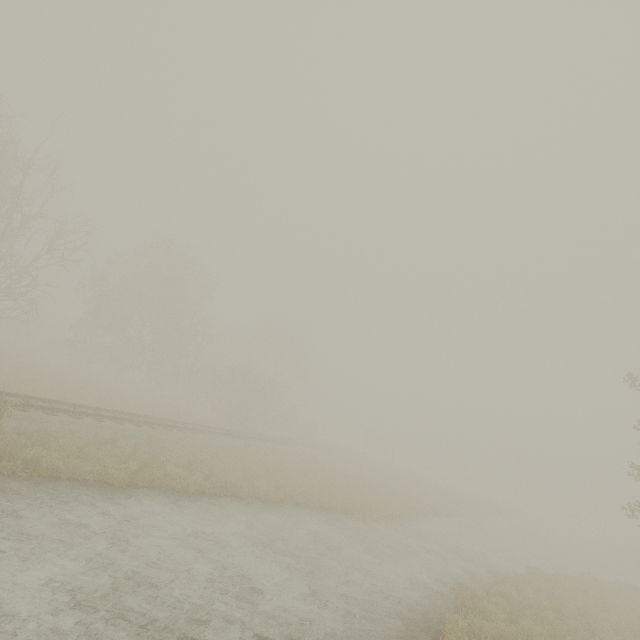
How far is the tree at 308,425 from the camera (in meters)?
43.62

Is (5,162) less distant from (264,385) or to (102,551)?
(102,551)

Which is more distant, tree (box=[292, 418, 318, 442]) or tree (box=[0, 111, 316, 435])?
tree (box=[292, 418, 318, 442])

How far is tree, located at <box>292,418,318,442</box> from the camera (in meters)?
43.62

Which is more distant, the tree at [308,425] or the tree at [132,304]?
the tree at [308,425]
